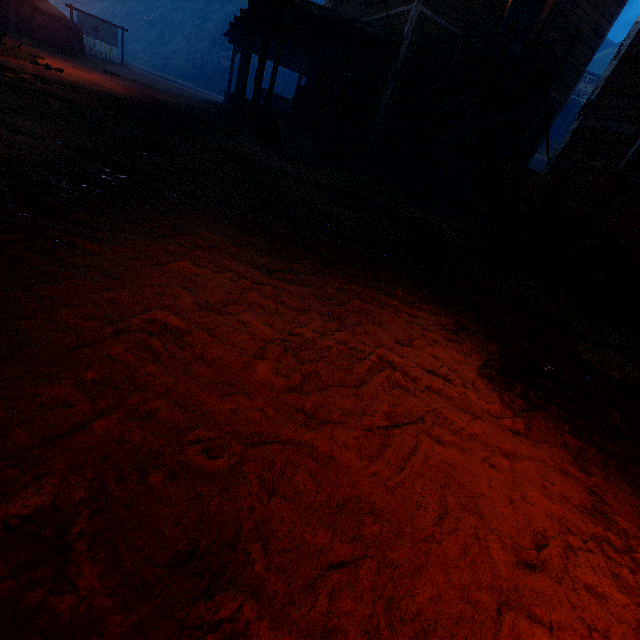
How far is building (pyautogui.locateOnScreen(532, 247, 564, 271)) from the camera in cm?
707

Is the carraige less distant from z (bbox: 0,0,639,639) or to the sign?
z (bbox: 0,0,639,639)

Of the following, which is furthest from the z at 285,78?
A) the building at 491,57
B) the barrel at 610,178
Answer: the barrel at 610,178

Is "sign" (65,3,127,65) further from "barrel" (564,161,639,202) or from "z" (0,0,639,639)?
"barrel" (564,161,639,202)

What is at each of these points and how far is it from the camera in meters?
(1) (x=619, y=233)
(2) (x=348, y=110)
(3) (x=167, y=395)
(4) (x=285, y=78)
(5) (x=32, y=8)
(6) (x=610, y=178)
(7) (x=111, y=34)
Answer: (1) carraige, 4.8 m
(2) wooden box, 11.3 m
(3) z, 1.4 m
(4) z, 45.9 m
(5) instancedfoliageactor, 14.8 m
(6) barrel, 4.9 m
(7) sign, 22.5 m

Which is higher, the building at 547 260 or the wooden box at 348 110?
the wooden box at 348 110

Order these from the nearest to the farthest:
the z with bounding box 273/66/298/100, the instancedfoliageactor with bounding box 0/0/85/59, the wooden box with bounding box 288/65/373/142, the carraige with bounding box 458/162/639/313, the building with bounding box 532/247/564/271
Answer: the carraige with bounding box 458/162/639/313 < the building with bounding box 532/247/564/271 < the wooden box with bounding box 288/65/373/142 < the instancedfoliageactor with bounding box 0/0/85/59 < the z with bounding box 273/66/298/100

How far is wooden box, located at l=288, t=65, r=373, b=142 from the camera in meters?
10.6
